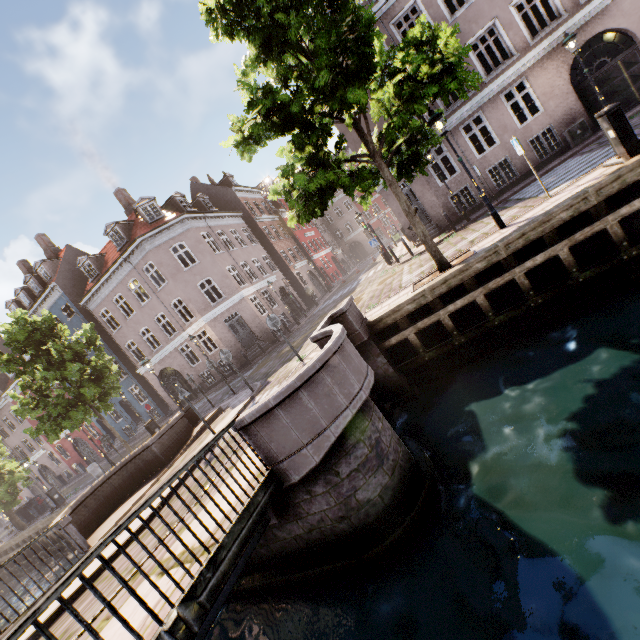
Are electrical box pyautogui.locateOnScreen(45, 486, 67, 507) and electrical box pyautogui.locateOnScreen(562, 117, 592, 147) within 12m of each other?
no

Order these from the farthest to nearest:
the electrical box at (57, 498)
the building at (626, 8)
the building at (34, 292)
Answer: the building at (34, 292)
the electrical box at (57, 498)
the building at (626, 8)

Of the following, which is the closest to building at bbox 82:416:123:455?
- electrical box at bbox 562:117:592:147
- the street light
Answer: electrical box at bbox 562:117:592:147

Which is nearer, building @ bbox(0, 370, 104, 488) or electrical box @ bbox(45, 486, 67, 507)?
electrical box @ bbox(45, 486, 67, 507)

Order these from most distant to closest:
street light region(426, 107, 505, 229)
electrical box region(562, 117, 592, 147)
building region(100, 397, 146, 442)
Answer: building region(100, 397, 146, 442) → electrical box region(562, 117, 592, 147) → street light region(426, 107, 505, 229)

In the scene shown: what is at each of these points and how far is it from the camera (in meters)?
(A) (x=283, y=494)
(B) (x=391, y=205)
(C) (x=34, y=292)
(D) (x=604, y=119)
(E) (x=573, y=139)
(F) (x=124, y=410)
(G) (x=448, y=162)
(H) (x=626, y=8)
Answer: (A) bridge, 5.63
(B) building, 19.19
(C) building, 27.33
(D) electrical box, 7.01
(E) electrical box, 14.16
(F) building, 28.20
(G) building, 26.41
(H) building, 12.75

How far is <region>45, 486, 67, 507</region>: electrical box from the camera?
17.9m

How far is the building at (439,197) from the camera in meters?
16.4
